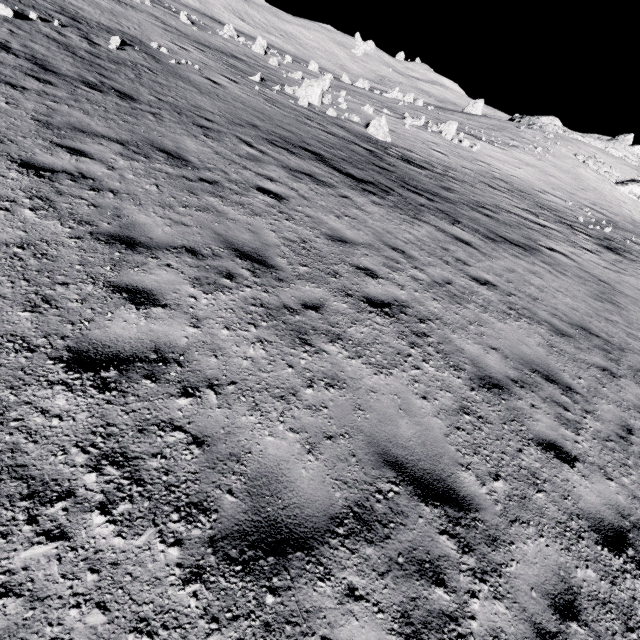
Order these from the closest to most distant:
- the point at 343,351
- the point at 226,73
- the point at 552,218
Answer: the point at 343,351 → the point at 226,73 → the point at 552,218

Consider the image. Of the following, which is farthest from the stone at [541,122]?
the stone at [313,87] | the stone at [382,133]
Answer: the stone at [313,87]

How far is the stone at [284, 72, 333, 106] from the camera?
22.41m

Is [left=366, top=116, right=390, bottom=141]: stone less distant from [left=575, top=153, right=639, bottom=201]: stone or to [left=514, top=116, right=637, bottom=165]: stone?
[left=575, top=153, right=639, bottom=201]: stone

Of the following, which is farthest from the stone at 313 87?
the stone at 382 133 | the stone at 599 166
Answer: the stone at 599 166

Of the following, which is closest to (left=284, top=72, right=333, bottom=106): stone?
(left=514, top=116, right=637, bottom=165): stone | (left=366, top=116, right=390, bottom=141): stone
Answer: (left=366, top=116, right=390, bottom=141): stone

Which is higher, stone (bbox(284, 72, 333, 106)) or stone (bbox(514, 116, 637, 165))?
stone (bbox(514, 116, 637, 165))

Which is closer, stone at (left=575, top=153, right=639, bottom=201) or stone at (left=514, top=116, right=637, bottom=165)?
stone at (left=575, top=153, right=639, bottom=201)
